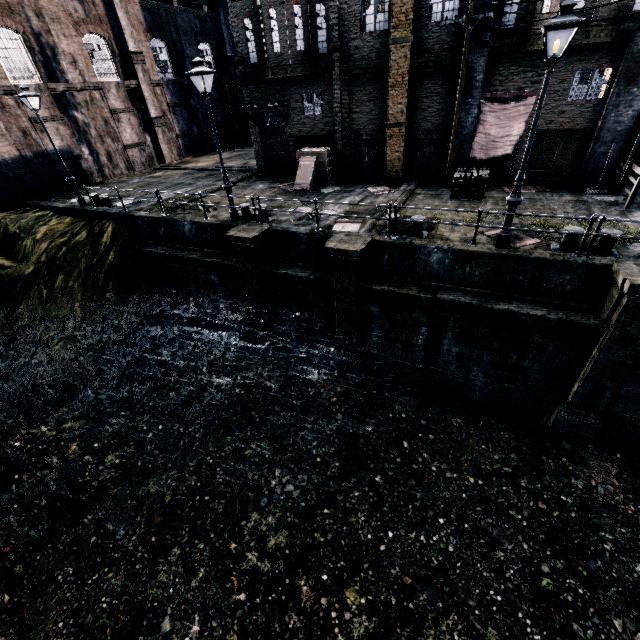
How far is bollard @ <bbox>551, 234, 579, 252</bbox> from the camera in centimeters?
1017cm

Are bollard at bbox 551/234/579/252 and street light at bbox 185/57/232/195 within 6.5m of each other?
no

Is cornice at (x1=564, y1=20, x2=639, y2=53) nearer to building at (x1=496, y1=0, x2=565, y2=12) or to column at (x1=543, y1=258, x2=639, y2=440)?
building at (x1=496, y1=0, x2=565, y2=12)

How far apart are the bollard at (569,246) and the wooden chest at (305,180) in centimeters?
1260cm

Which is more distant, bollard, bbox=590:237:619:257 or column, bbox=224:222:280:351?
column, bbox=224:222:280:351

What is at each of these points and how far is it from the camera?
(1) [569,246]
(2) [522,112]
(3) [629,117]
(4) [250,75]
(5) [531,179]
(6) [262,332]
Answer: (1) bollard, 10.30m
(2) cloth, 14.78m
(3) column, 13.27m
(4) cornice, 18.69m
(5) building, 16.05m
(6) column, 16.42m

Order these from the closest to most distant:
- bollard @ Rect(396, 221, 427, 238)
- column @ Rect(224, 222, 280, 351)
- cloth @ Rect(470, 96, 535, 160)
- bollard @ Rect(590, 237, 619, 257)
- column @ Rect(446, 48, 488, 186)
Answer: bollard @ Rect(590, 237, 619, 257) → bollard @ Rect(396, 221, 427, 238) → column @ Rect(224, 222, 280, 351) → column @ Rect(446, 48, 488, 186) → cloth @ Rect(470, 96, 535, 160)

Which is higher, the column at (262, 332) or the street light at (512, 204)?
the street light at (512, 204)
